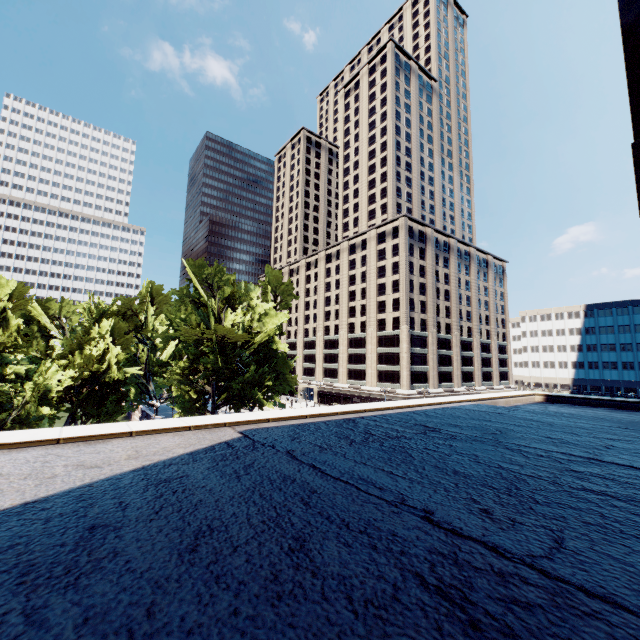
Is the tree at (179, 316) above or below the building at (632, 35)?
below

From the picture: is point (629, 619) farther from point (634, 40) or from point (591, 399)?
point (634, 40)

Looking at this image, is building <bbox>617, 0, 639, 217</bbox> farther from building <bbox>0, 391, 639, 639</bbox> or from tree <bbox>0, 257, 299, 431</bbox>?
tree <bbox>0, 257, 299, 431</bbox>

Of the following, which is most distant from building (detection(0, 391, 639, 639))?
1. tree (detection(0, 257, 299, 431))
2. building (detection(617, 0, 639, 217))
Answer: building (detection(617, 0, 639, 217))

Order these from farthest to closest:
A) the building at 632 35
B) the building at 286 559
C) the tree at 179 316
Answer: the building at 632 35, the tree at 179 316, the building at 286 559
